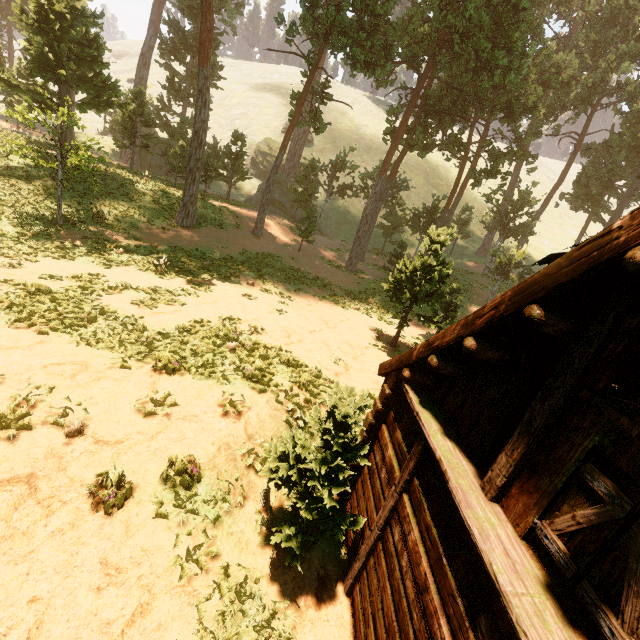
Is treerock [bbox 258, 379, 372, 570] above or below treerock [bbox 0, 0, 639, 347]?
below

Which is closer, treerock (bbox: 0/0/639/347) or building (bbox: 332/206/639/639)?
building (bbox: 332/206/639/639)

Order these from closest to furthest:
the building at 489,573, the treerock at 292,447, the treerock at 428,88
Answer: the building at 489,573 < the treerock at 292,447 < the treerock at 428,88

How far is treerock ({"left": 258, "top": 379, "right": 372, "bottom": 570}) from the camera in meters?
5.0 m

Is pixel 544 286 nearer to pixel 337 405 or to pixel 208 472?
pixel 337 405

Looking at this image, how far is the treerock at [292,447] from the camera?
5.0m

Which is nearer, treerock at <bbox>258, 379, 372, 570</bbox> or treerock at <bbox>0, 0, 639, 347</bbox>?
treerock at <bbox>258, 379, 372, 570</bbox>
